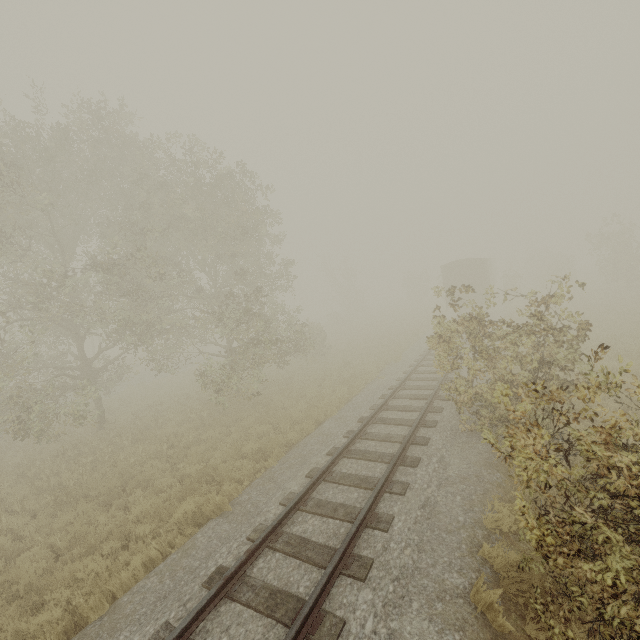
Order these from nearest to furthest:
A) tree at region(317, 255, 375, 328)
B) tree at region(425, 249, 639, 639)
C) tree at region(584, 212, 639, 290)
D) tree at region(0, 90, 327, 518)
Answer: tree at region(425, 249, 639, 639) < tree at region(0, 90, 327, 518) < tree at region(584, 212, 639, 290) < tree at region(317, 255, 375, 328)

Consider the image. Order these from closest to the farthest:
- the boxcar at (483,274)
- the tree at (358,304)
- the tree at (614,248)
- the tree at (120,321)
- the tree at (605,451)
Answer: the tree at (605,451) < the tree at (120,321) < the boxcar at (483,274) < the tree at (614,248) < the tree at (358,304)

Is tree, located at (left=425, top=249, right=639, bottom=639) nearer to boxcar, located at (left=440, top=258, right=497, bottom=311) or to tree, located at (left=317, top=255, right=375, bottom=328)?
boxcar, located at (left=440, top=258, right=497, bottom=311)

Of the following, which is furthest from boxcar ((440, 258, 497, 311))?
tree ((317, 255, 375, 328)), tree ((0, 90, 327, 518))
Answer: tree ((317, 255, 375, 328))

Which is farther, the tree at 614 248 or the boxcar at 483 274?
the tree at 614 248

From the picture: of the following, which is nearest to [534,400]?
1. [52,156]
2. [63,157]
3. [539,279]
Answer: [63,157]
